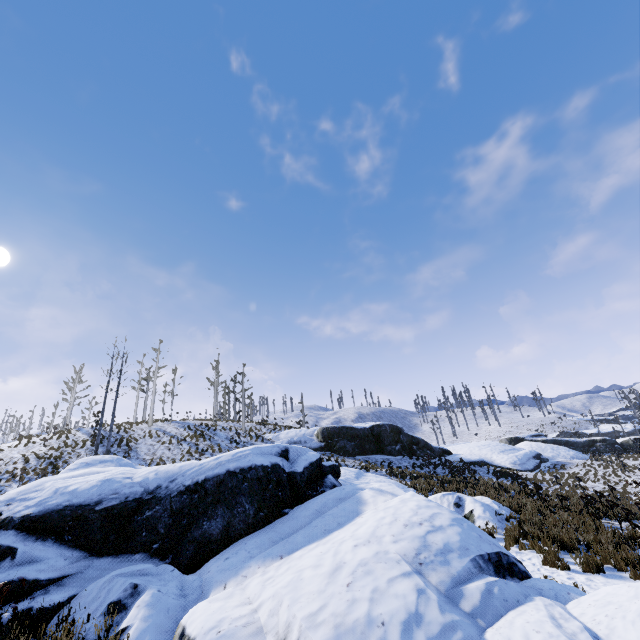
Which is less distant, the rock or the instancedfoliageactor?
the rock

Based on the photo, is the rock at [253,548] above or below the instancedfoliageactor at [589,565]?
above

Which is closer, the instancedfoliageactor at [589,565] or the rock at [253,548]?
the rock at [253,548]

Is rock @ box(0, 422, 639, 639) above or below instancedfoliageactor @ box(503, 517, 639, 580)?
above

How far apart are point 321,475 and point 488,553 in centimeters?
604cm
